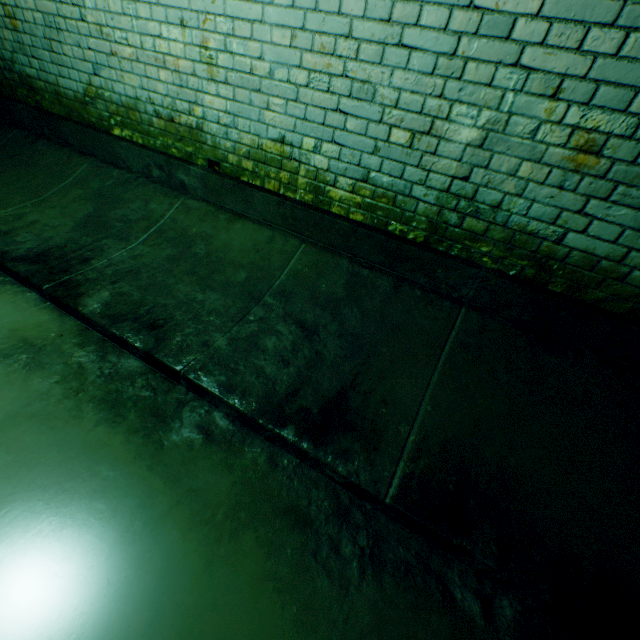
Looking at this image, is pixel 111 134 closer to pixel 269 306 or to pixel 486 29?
pixel 269 306
